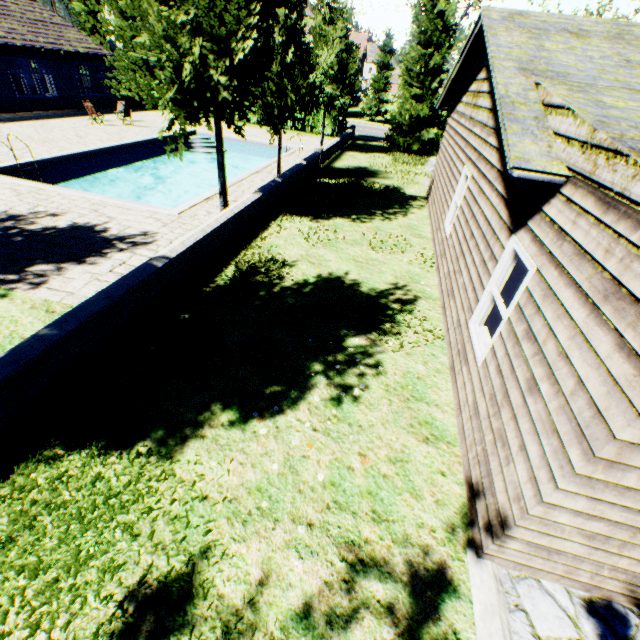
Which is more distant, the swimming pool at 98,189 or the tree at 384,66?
the tree at 384,66

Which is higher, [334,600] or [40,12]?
[40,12]

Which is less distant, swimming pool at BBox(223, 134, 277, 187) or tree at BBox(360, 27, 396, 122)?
swimming pool at BBox(223, 134, 277, 187)

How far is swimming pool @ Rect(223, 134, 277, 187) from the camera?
15.2 meters

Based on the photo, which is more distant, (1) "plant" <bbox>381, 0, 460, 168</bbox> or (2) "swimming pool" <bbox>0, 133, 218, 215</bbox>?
(1) "plant" <bbox>381, 0, 460, 168</bbox>

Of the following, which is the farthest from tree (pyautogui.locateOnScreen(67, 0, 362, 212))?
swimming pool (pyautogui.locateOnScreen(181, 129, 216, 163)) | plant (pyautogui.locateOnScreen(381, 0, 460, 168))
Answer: plant (pyautogui.locateOnScreen(381, 0, 460, 168))

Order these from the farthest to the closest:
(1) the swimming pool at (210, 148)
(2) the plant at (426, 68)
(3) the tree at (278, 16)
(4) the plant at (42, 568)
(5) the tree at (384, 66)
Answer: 1. (5) the tree at (384, 66)
2. (1) the swimming pool at (210, 148)
3. (2) the plant at (426, 68)
4. (3) the tree at (278, 16)
5. (4) the plant at (42, 568)
